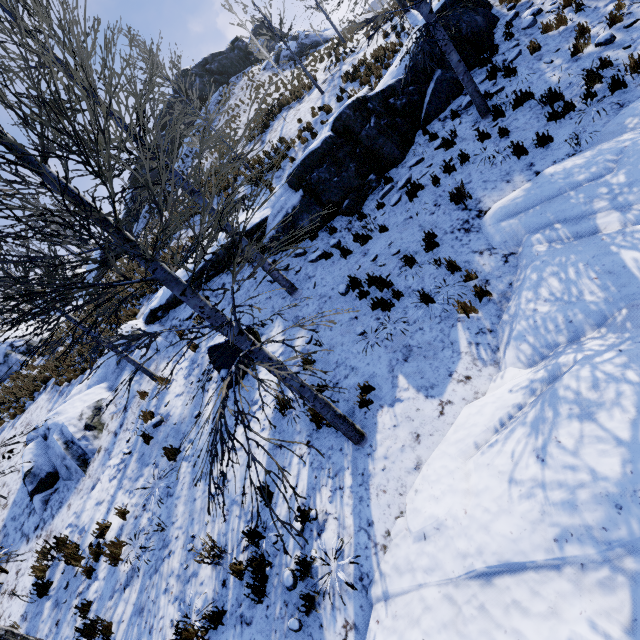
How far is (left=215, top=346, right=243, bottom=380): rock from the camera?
7.7m

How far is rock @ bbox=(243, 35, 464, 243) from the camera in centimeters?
886cm

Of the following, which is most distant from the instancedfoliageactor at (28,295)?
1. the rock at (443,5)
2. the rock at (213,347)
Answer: the rock at (213,347)

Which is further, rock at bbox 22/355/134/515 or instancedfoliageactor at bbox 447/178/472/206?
rock at bbox 22/355/134/515

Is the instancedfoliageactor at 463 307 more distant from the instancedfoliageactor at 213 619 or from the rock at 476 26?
the instancedfoliageactor at 213 619

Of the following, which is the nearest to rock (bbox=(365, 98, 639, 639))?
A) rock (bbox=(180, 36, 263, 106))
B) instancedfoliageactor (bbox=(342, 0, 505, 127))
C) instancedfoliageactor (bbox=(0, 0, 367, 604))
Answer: instancedfoliageactor (bbox=(0, 0, 367, 604))

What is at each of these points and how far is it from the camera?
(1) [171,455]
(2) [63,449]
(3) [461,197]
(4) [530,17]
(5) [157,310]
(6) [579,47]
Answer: (1) instancedfoliageactor, 7.32m
(2) rock, 9.09m
(3) instancedfoliageactor, 7.01m
(4) rock, 9.38m
(5) rock, 11.94m
(6) instancedfoliageactor, 7.55m

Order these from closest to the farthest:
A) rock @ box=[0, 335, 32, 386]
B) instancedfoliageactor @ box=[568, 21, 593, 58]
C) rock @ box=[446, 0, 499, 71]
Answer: instancedfoliageactor @ box=[568, 21, 593, 58]
rock @ box=[446, 0, 499, 71]
rock @ box=[0, 335, 32, 386]
